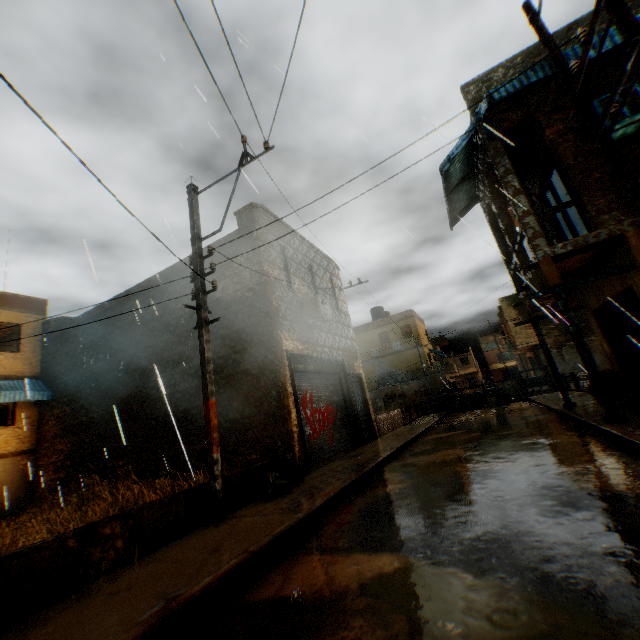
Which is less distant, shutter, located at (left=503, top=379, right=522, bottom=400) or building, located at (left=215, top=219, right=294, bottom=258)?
building, located at (left=215, top=219, right=294, bottom=258)

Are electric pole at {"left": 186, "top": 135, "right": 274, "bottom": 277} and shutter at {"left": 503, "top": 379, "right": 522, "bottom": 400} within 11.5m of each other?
no

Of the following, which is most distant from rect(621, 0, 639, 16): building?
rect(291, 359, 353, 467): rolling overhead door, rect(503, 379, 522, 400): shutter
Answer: rect(503, 379, 522, 400): shutter

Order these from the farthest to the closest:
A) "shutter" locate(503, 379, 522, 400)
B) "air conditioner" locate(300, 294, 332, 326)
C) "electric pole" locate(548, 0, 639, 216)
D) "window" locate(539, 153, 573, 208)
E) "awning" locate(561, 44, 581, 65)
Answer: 1. "shutter" locate(503, 379, 522, 400)
2. "air conditioner" locate(300, 294, 332, 326)
3. "window" locate(539, 153, 573, 208)
4. "awning" locate(561, 44, 581, 65)
5. "electric pole" locate(548, 0, 639, 216)

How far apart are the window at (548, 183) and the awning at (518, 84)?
1.4 meters

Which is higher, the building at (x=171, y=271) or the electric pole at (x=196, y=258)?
the building at (x=171, y=271)

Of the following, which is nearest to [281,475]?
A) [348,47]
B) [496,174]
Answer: [496,174]

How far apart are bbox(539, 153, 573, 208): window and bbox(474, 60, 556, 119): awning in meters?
1.4
